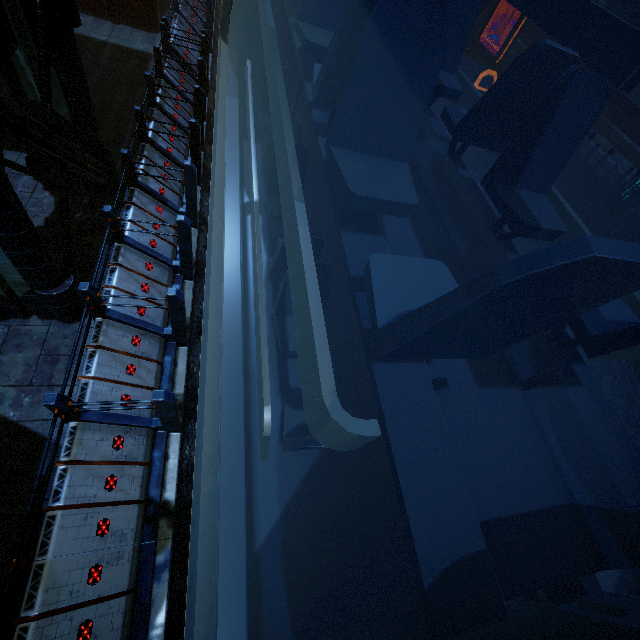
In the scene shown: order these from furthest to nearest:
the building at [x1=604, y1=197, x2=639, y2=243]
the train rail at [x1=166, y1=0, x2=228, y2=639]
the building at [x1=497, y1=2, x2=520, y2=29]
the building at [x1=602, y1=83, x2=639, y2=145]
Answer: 1. the building at [x1=497, y1=2, x2=520, y2=29]
2. the building at [x1=602, y1=83, x2=639, y2=145]
3. the building at [x1=604, y1=197, x2=639, y2=243]
4. the train rail at [x1=166, y1=0, x2=228, y2=639]

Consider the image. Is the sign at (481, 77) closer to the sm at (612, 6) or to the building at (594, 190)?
the building at (594, 190)

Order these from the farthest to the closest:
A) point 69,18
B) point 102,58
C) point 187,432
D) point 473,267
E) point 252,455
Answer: point 102,58
point 187,432
point 69,18
point 252,455
point 473,267

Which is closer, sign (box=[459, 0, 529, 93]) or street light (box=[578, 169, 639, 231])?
street light (box=[578, 169, 639, 231])

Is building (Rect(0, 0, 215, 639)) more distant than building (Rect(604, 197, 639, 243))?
No

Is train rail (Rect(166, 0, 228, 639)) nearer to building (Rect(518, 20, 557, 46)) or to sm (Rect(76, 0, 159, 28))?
building (Rect(518, 20, 557, 46))

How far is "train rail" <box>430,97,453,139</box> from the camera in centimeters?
1374cm

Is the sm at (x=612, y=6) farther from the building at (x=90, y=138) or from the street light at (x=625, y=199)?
the street light at (x=625, y=199)
